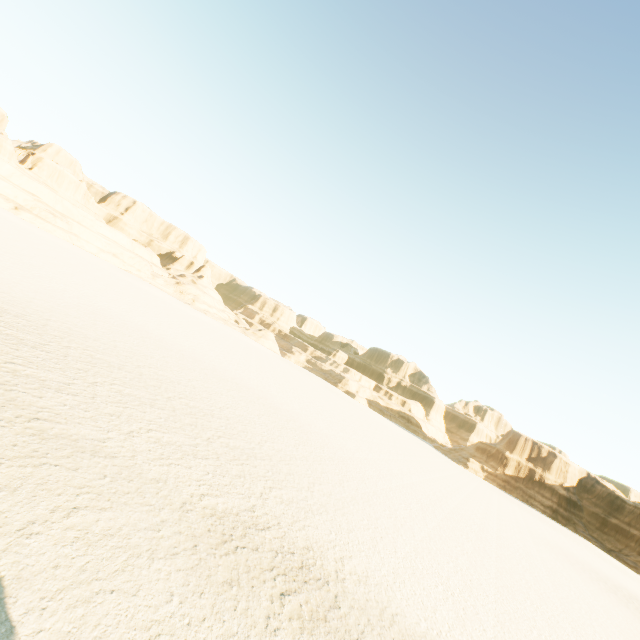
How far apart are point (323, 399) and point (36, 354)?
45.41m
